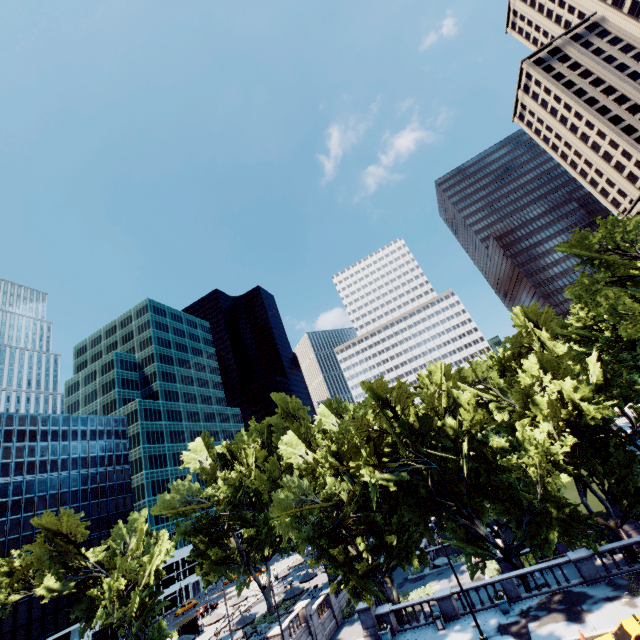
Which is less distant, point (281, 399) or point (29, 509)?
point (281, 399)

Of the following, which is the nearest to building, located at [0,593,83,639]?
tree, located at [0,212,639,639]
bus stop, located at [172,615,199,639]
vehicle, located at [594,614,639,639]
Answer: tree, located at [0,212,639,639]

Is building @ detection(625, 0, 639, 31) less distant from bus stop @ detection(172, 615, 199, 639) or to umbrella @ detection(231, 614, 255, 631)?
umbrella @ detection(231, 614, 255, 631)

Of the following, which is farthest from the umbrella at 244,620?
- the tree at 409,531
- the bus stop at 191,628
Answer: the bus stop at 191,628

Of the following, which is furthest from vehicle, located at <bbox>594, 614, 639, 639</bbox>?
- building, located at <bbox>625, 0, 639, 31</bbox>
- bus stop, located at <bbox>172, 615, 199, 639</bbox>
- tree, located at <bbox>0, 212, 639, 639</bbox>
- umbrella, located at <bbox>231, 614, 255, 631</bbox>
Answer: building, located at <bbox>625, 0, 639, 31</bbox>

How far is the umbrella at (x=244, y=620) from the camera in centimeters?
3503cm

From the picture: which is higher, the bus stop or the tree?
the tree

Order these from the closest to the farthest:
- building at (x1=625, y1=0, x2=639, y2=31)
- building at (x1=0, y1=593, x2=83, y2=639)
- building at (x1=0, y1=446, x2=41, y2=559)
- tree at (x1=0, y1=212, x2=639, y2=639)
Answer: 1. tree at (x1=0, y1=212, x2=639, y2=639)
2. building at (x1=0, y1=593, x2=83, y2=639)
3. building at (x1=0, y1=446, x2=41, y2=559)
4. building at (x1=625, y1=0, x2=639, y2=31)
